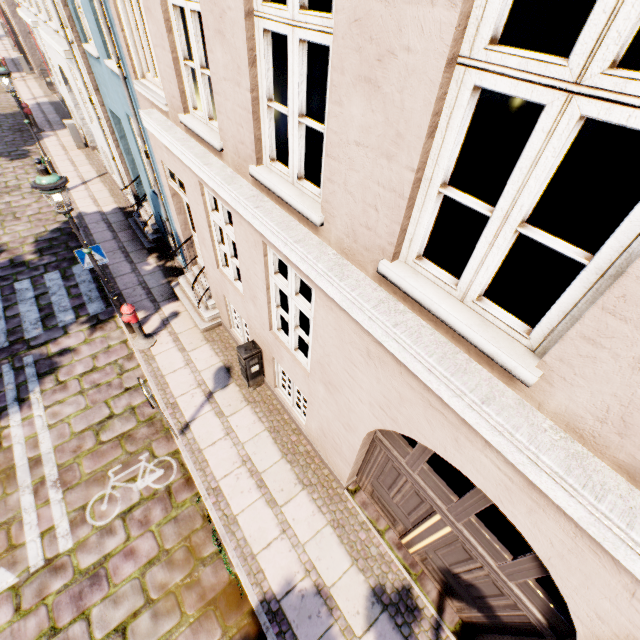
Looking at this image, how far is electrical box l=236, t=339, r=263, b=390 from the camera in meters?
6.0

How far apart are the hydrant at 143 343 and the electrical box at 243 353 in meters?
2.5 m

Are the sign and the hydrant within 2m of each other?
yes

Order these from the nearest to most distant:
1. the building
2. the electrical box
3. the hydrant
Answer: the building < the electrical box < the hydrant

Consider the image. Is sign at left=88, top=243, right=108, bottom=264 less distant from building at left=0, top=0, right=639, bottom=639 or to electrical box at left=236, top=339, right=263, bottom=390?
building at left=0, top=0, right=639, bottom=639

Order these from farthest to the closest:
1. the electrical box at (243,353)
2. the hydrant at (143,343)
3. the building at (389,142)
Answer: the hydrant at (143,343) → the electrical box at (243,353) → the building at (389,142)

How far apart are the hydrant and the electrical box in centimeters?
Answer: 248cm

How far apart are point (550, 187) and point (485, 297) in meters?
3.2
